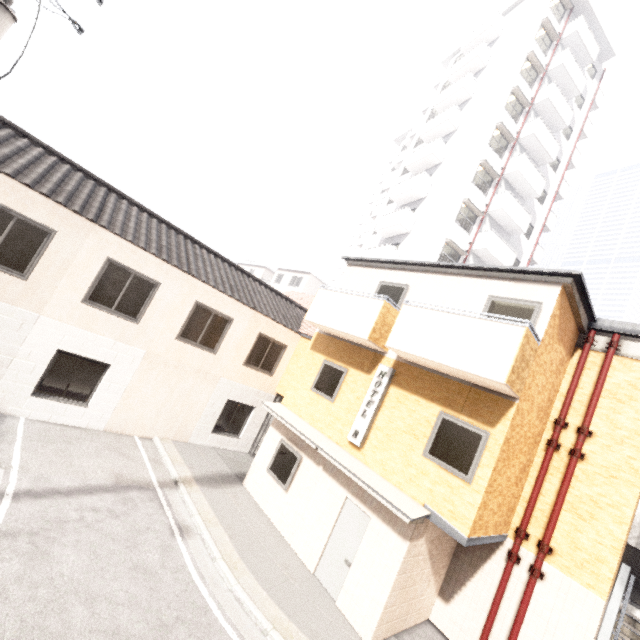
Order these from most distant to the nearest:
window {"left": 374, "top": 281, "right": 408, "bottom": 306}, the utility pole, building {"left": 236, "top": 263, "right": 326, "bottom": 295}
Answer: building {"left": 236, "top": 263, "right": 326, "bottom": 295}
window {"left": 374, "top": 281, "right": 408, "bottom": 306}
the utility pole

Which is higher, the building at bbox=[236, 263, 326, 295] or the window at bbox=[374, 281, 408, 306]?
the building at bbox=[236, 263, 326, 295]

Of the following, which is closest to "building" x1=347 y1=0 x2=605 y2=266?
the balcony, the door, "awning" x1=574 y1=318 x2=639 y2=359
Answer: "awning" x1=574 y1=318 x2=639 y2=359

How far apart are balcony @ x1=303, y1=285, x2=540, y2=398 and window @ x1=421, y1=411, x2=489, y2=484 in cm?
84

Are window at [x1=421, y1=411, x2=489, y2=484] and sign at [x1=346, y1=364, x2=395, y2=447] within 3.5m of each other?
yes

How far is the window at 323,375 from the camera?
10.3 meters

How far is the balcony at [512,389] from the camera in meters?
6.5 m

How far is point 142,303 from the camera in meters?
10.7
